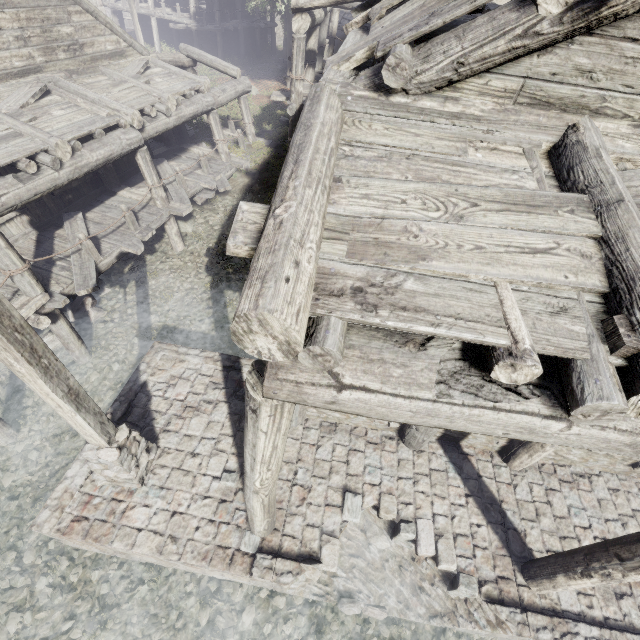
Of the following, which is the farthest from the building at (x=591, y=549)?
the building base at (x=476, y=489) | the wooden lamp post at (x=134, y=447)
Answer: the wooden lamp post at (x=134, y=447)

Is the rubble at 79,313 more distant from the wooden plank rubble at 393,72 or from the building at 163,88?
the wooden plank rubble at 393,72

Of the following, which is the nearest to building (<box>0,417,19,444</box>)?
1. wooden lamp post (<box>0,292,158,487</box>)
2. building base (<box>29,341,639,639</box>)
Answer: building base (<box>29,341,639,639</box>)

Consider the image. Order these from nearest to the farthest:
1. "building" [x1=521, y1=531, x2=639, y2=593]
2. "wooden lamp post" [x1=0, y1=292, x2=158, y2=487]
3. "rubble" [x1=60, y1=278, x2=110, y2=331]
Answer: "wooden lamp post" [x1=0, y1=292, x2=158, y2=487]
"building" [x1=521, y1=531, x2=639, y2=593]
"rubble" [x1=60, y1=278, x2=110, y2=331]

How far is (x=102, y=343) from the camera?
9.32m

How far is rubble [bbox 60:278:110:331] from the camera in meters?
9.5

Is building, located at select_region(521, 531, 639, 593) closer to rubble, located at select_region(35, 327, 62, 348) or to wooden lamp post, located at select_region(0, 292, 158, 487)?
rubble, located at select_region(35, 327, 62, 348)

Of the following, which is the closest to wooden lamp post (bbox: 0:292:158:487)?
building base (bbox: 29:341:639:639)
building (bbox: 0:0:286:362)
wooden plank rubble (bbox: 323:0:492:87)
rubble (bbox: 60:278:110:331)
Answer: building base (bbox: 29:341:639:639)
